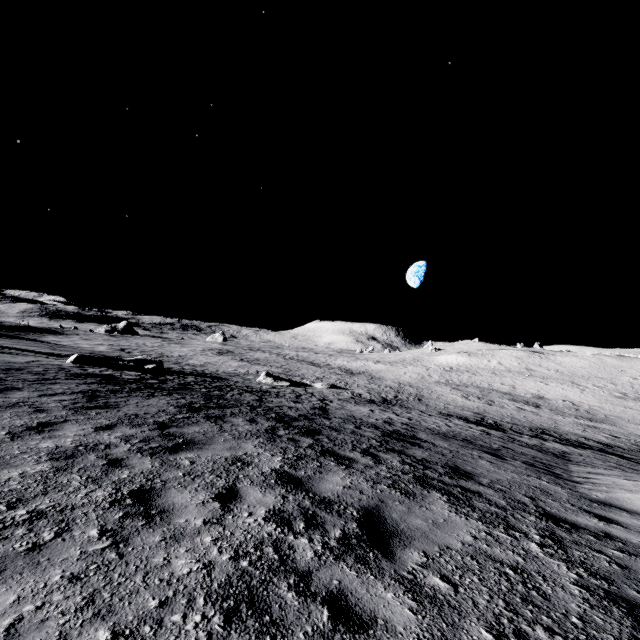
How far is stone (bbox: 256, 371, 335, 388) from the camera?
33.1 meters

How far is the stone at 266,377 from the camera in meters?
33.1

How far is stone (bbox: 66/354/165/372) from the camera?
20.2 meters

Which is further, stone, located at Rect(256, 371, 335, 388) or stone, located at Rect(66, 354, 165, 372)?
stone, located at Rect(256, 371, 335, 388)

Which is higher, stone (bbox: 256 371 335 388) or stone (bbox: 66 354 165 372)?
stone (bbox: 66 354 165 372)

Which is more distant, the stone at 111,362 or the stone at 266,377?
the stone at 266,377

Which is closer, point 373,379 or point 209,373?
point 209,373
